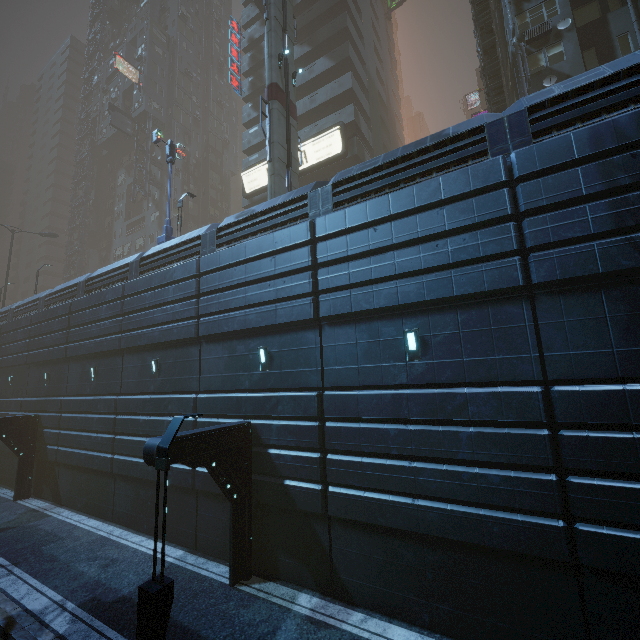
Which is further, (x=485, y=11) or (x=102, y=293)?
(x=485, y=11)

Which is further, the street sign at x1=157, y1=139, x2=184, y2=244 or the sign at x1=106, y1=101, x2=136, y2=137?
the sign at x1=106, y1=101, x2=136, y2=137

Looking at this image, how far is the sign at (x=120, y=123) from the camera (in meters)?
40.53

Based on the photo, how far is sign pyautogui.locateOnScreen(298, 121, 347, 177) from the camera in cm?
2486

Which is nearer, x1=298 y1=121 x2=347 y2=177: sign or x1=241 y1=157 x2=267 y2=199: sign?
x1=298 y1=121 x2=347 y2=177: sign

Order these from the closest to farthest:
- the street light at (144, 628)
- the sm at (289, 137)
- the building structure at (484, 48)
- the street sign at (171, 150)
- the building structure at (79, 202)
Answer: the street light at (144, 628)
the sm at (289, 137)
the street sign at (171, 150)
the building structure at (484, 48)
the building structure at (79, 202)

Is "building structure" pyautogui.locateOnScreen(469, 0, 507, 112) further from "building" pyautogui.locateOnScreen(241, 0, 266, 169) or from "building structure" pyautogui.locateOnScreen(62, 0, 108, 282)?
"building structure" pyautogui.locateOnScreen(62, 0, 108, 282)

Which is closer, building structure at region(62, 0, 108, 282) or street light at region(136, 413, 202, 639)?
street light at region(136, 413, 202, 639)
